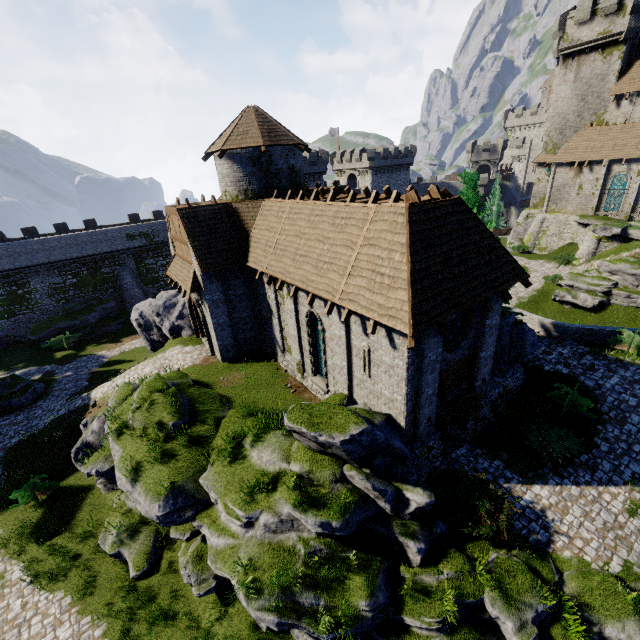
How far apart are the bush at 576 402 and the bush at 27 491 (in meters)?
25.47

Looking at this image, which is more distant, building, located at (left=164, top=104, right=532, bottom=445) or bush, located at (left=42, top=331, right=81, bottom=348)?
bush, located at (left=42, top=331, right=81, bottom=348)

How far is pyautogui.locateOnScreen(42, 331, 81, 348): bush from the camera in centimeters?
3203cm

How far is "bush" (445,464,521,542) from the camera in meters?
10.7

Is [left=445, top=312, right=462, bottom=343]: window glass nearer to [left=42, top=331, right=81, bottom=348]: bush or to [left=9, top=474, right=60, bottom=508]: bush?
[left=9, top=474, right=60, bottom=508]: bush

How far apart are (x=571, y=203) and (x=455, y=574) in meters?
42.5

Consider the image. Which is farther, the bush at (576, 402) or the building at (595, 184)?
the building at (595, 184)

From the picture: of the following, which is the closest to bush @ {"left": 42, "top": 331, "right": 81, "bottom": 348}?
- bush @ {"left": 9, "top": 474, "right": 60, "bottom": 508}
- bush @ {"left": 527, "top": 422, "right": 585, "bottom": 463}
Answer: bush @ {"left": 9, "top": 474, "right": 60, "bottom": 508}
